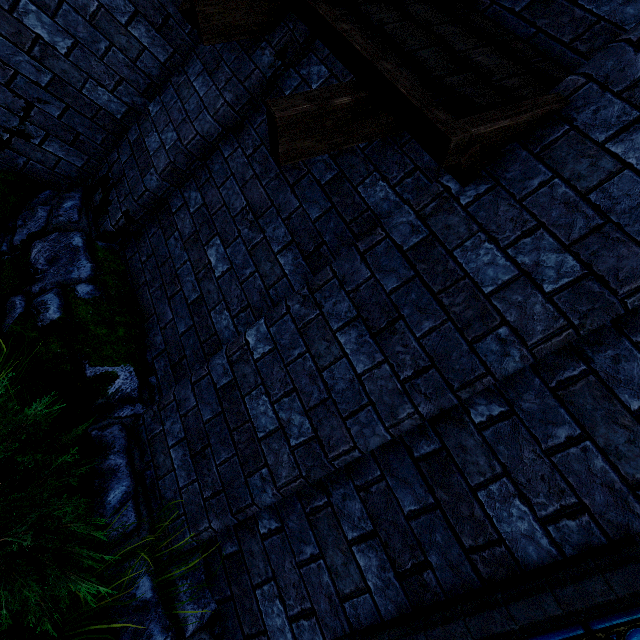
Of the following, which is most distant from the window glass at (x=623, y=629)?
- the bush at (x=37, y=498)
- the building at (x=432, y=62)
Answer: the bush at (x=37, y=498)

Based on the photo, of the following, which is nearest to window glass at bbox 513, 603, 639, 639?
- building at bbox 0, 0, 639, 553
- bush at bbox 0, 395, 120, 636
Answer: building at bbox 0, 0, 639, 553

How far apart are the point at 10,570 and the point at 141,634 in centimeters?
99cm

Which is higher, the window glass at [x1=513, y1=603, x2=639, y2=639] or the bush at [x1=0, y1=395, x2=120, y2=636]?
the window glass at [x1=513, y1=603, x2=639, y2=639]

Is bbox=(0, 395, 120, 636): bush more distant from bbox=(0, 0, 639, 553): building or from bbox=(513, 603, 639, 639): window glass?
bbox=(513, 603, 639, 639): window glass
